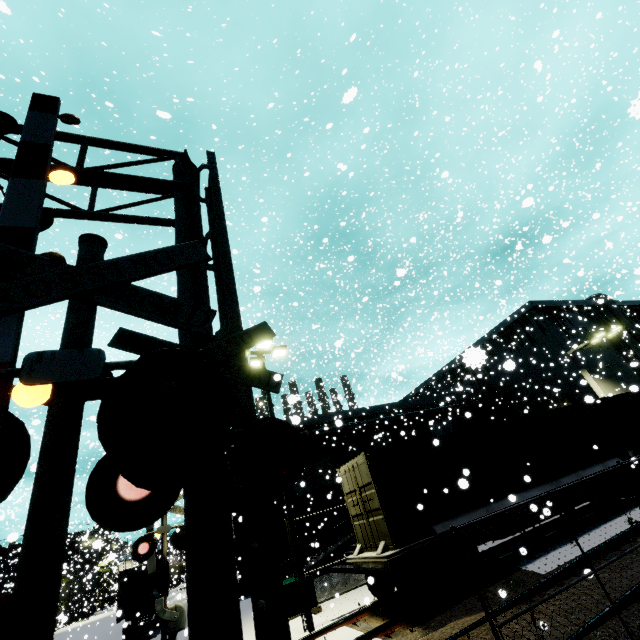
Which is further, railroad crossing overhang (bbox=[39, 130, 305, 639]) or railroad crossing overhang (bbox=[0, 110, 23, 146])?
railroad crossing overhang (bbox=[0, 110, 23, 146])

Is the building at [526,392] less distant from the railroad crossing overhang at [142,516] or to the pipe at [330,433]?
the pipe at [330,433]

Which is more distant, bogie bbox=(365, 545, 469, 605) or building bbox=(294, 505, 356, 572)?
building bbox=(294, 505, 356, 572)

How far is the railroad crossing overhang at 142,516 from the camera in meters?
2.4

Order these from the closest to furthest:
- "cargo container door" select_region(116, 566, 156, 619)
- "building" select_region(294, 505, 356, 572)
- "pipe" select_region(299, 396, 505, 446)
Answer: "cargo container door" select_region(116, 566, 156, 619) → "building" select_region(294, 505, 356, 572) → "pipe" select_region(299, 396, 505, 446)

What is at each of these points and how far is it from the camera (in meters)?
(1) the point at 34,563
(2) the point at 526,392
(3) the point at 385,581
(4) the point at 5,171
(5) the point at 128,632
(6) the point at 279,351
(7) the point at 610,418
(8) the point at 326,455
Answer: (1) railroad crossing gate, 1.53
(2) building, 34.06
(3) bogie, 9.88
(4) railroad crossing overhang, 5.29
(5) semi trailer, 20.38
(6) light, 14.98
(7) cargo container door, 15.34
(8) building, 27.80

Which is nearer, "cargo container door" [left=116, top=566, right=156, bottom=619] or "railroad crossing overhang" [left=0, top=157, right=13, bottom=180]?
"railroad crossing overhang" [left=0, top=157, right=13, bottom=180]

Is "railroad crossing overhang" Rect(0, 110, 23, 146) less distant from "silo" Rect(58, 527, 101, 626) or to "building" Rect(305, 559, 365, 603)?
"building" Rect(305, 559, 365, 603)
